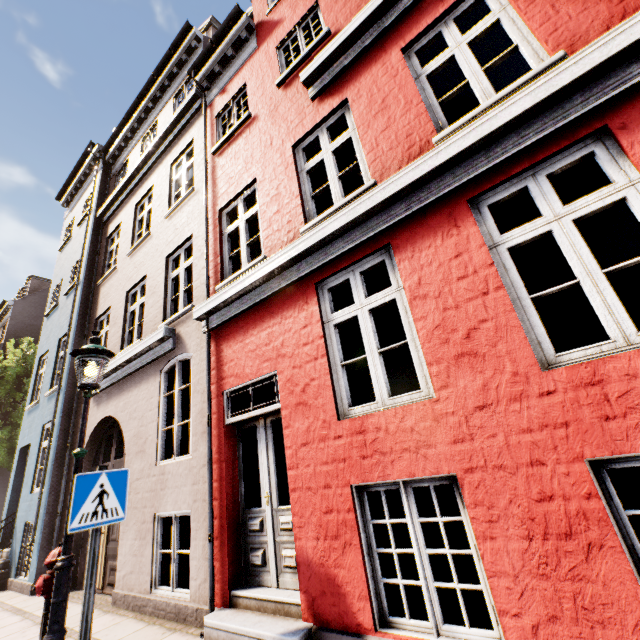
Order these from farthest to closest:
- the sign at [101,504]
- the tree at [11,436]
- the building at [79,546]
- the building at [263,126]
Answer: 1. the tree at [11,436]
2. the building at [79,546]
3. the sign at [101,504]
4. the building at [263,126]

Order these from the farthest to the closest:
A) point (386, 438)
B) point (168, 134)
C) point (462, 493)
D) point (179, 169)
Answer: point (179, 169)
point (168, 134)
point (386, 438)
point (462, 493)

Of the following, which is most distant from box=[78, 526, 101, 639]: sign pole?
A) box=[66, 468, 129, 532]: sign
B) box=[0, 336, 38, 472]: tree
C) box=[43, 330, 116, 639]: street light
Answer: box=[0, 336, 38, 472]: tree

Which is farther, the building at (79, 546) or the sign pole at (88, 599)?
the building at (79, 546)

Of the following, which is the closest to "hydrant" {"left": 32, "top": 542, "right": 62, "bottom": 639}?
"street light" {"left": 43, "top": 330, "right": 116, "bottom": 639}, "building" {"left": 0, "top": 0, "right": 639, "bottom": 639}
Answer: "street light" {"left": 43, "top": 330, "right": 116, "bottom": 639}

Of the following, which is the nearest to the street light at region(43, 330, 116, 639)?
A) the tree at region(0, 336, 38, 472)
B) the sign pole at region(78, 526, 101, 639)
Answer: the sign pole at region(78, 526, 101, 639)

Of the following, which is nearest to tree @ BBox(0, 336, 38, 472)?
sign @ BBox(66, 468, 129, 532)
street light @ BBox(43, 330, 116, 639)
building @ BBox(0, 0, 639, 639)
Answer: building @ BBox(0, 0, 639, 639)

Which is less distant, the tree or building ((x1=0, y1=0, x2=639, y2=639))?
building ((x1=0, y1=0, x2=639, y2=639))
